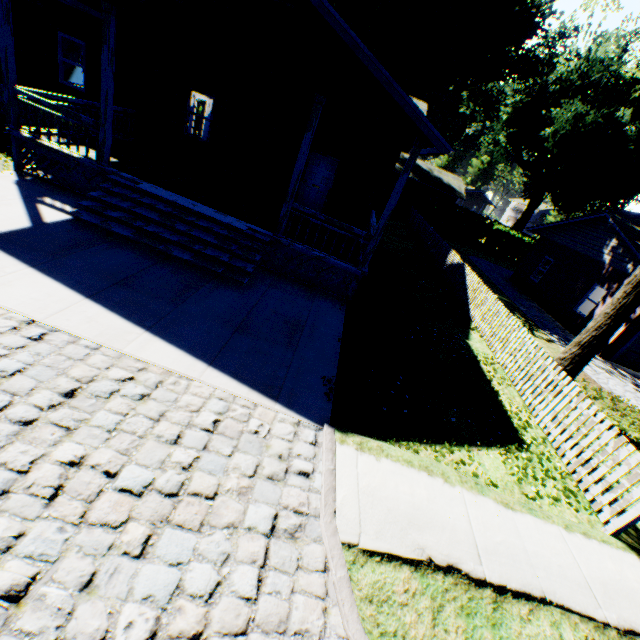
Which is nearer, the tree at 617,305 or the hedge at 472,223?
the tree at 617,305

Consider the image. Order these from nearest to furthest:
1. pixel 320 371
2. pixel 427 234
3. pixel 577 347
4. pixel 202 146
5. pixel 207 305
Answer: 1. pixel 320 371
2. pixel 207 305
3. pixel 577 347
4. pixel 202 146
5. pixel 427 234

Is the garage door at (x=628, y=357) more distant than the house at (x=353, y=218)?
Yes

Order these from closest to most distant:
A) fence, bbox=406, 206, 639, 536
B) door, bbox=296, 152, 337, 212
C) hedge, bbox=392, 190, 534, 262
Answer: fence, bbox=406, 206, 639, 536 → door, bbox=296, 152, 337, 212 → hedge, bbox=392, 190, 534, 262

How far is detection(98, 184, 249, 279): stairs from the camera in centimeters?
763cm

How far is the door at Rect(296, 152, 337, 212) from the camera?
12.4m

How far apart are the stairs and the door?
5.7 meters

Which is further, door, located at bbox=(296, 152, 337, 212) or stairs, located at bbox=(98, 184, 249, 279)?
door, located at bbox=(296, 152, 337, 212)
